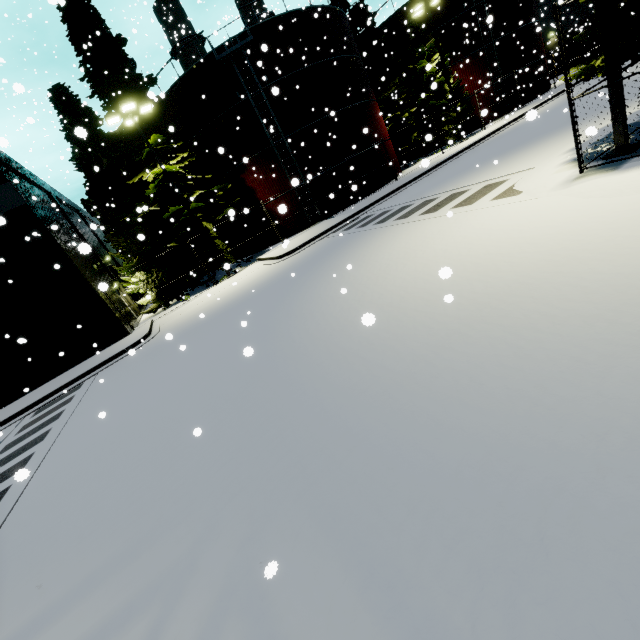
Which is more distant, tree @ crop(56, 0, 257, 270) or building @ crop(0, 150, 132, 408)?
tree @ crop(56, 0, 257, 270)

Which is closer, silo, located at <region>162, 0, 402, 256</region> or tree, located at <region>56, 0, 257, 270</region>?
tree, located at <region>56, 0, 257, 270</region>

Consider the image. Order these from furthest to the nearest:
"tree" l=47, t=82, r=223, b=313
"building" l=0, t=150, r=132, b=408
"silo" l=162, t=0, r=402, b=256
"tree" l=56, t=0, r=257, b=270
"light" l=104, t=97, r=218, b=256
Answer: "silo" l=162, t=0, r=402, b=256 < "tree" l=47, t=82, r=223, b=313 < "tree" l=56, t=0, r=257, b=270 < "light" l=104, t=97, r=218, b=256 < "building" l=0, t=150, r=132, b=408

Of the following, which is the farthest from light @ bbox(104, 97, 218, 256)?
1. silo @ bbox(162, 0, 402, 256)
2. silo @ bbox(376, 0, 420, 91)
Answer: silo @ bbox(376, 0, 420, 91)

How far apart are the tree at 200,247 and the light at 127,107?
3.5m

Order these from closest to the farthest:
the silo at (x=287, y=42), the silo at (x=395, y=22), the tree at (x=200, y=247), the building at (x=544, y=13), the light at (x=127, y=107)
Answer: the light at (x=127, y=107), the tree at (x=200, y=247), the silo at (x=287, y=42), the silo at (x=395, y=22), the building at (x=544, y=13)

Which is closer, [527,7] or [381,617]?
[381,617]

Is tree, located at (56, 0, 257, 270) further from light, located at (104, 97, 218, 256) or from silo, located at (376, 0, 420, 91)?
silo, located at (376, 0, 420, 91)
